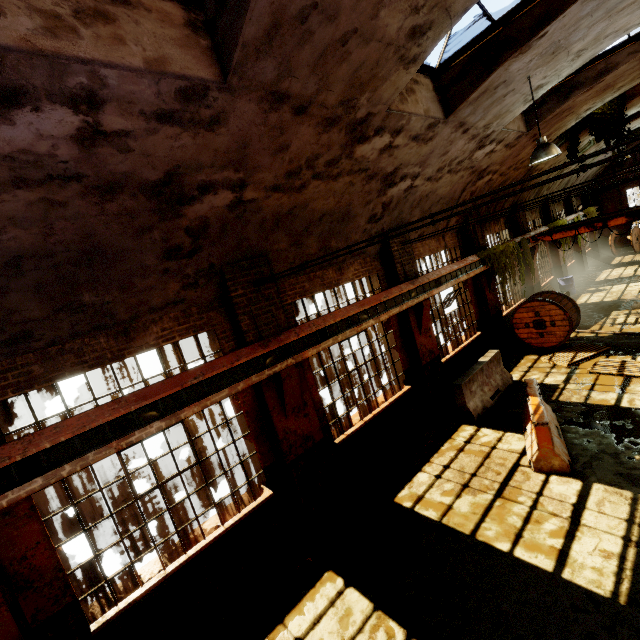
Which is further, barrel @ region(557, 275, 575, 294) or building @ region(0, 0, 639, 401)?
barrel @ region(557, 275, 575, 294)

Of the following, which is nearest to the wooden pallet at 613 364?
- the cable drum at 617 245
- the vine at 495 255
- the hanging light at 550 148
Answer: the vine at 495 255

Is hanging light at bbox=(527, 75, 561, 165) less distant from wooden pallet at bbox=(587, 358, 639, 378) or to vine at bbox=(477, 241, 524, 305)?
vine at bbox=(477, 241, 524, 305)

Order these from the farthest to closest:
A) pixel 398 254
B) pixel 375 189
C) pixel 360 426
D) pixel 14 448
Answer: pixel 398 254, pixel 360 426, pixel 375 189, pixel 14 448

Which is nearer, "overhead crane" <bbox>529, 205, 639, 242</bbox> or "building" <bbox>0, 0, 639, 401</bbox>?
"building" <bbox>0, 0, 639, 401</bbox>

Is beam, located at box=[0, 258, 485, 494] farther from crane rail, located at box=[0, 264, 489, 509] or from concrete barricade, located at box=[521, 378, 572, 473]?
concrete barricade, located at box=[521, 378, 572, 473]

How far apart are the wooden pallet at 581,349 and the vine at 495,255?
2.4m

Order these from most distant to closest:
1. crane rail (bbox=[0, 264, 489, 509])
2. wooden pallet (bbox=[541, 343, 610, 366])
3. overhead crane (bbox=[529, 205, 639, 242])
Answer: overhead crane (bbox=[529, 205, 639, 242]), wooden pallet (bbox=[541, 343, 610, 366]), crane rail (bbox=[0, 264, 489, 509])
